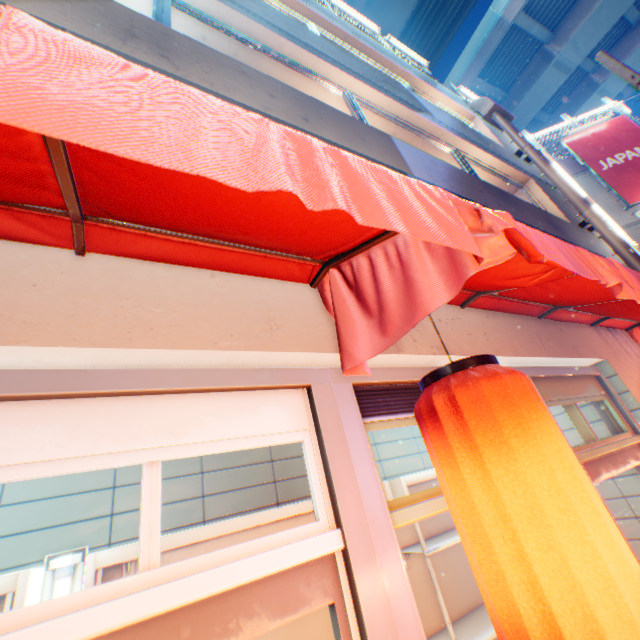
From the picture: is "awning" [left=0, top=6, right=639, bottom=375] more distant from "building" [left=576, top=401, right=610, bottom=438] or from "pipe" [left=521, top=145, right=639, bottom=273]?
"pipe" [left=521, top=145, right=639, bottom=273]

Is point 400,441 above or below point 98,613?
above

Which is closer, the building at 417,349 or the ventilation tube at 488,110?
the building at 417,349

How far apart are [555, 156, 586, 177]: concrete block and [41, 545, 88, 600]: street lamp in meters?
18.0

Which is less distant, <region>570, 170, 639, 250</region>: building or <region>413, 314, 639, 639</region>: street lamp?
<region>413, 314, 639, 639</region>: street lamp

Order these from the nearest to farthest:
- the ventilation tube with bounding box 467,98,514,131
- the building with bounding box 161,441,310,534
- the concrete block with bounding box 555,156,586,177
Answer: the building with bounding box 161,441,310,534 < the ventilation tube with bounding box 467,98,514,131 < the concrete block with bounding box 555,156,586,177

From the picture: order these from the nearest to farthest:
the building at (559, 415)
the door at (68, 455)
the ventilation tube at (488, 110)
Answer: the door at (68, 455), the building at (559, 415), the ventilation tube at (488, 110)

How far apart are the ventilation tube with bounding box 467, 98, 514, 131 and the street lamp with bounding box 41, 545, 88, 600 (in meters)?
12.69
